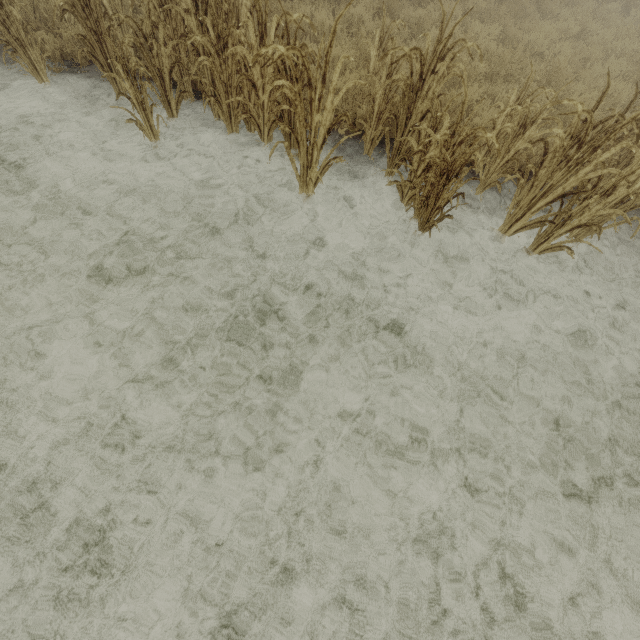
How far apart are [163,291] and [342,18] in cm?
680
